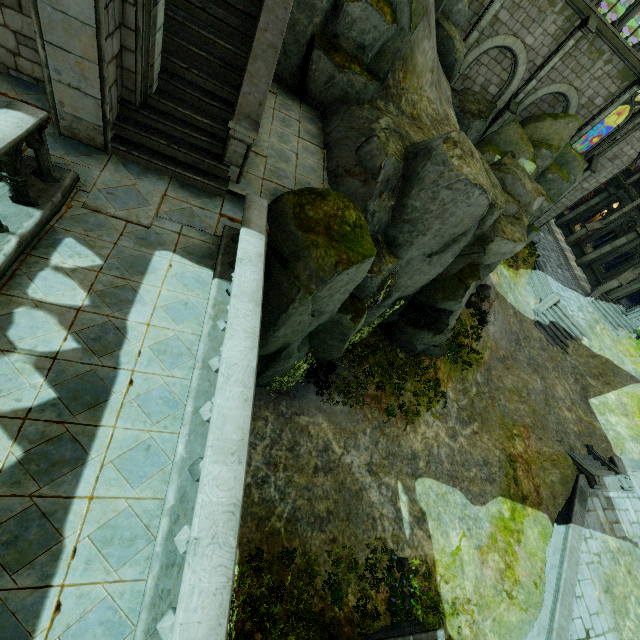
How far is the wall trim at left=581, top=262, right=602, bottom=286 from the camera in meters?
27.9 m

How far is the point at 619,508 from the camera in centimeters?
1605cm

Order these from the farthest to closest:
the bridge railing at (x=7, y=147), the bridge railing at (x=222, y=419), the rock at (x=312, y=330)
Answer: the rock at (x=312, y=330)
the bridge railing at (x=7, y=147)
the bridge railing at (x=222, y=419)

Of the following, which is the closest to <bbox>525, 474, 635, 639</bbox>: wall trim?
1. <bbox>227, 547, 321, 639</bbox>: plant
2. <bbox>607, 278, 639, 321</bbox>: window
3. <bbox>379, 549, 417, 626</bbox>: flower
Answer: <bbox>379, 549, 417, 626</bbox>: flower

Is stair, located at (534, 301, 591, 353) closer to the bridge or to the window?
the window

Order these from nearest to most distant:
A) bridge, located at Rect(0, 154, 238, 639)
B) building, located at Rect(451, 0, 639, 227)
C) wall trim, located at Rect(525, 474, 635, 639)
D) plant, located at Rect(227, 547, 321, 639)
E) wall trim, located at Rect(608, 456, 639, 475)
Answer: bridge, located at Rect(0, 154, 238, 639) < plant, located at Rect(227, 547, 321, 639) < wall trim, located at Rect(525, 474, 635, 639) < building, located at Rect(451, 0, 639, 227) < wall trim, located at Rect(608, 456, 639, 475)

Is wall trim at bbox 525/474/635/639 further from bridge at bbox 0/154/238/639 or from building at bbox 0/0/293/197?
bridge at bbox 0/154/238/639

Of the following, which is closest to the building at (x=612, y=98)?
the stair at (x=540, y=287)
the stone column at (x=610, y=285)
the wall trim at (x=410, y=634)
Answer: the wall trim at (x=410, y=634)
